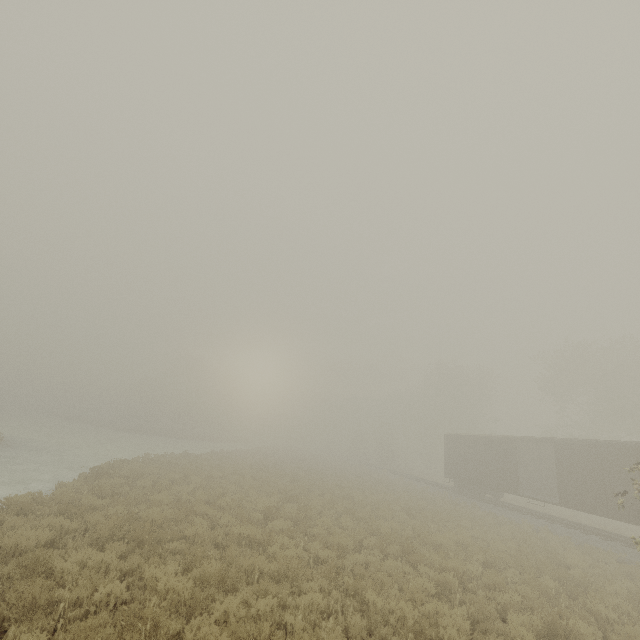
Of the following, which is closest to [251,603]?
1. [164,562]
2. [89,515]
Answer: [164,562]
